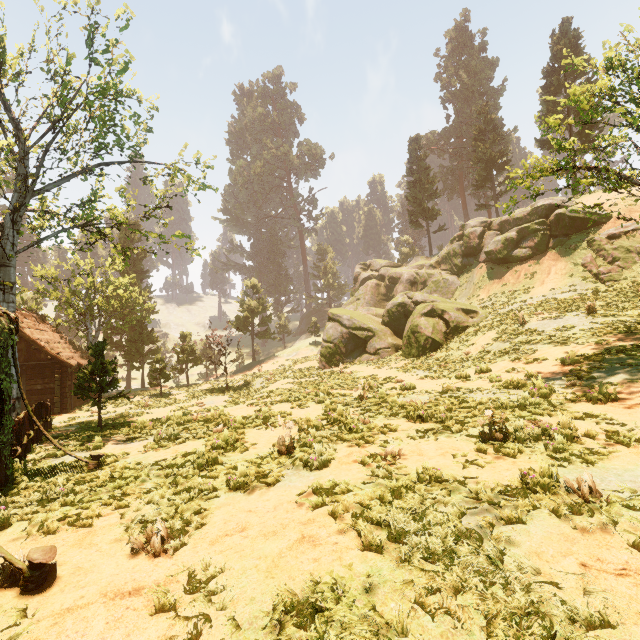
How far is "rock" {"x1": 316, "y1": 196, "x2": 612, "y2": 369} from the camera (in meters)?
22.08

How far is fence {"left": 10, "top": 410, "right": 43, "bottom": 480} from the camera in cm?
709

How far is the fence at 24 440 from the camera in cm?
709

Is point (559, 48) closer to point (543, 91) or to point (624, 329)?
point (543, 91)

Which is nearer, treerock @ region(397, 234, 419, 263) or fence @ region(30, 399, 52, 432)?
fence @ region(30, 399, 52, 432)

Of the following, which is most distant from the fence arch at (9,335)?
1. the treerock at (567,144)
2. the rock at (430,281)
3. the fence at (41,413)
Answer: the rock at (430,281)

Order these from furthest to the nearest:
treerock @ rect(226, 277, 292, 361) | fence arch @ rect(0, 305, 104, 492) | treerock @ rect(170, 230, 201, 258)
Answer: treerock @ rect(226, 277, 292, 361) → treerock @ rect(170, 230, 201, 258) → fence arch @ rect(0, 305, 104, 492)

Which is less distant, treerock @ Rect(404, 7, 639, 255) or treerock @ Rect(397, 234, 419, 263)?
treerock @ Rect(404, 7, 639, 255)
